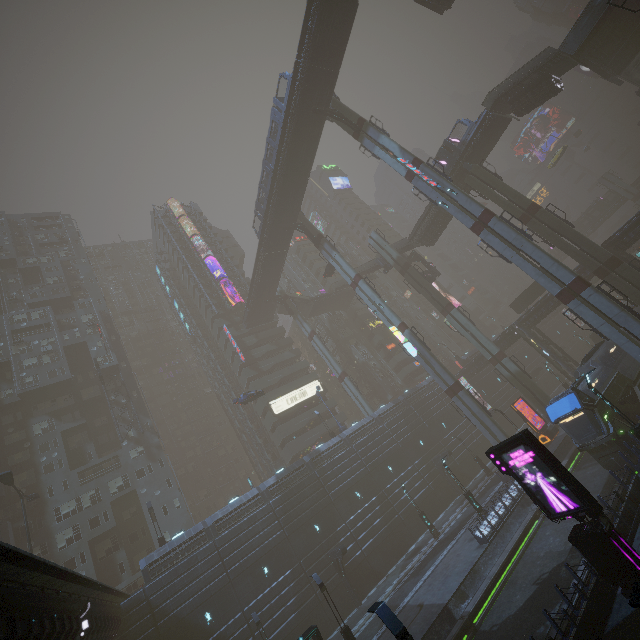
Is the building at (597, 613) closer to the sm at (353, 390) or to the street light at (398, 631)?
the sm at (353, 390)

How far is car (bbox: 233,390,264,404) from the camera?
40.8m

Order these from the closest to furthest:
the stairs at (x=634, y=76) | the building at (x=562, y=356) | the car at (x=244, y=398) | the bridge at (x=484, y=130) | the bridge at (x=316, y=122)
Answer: the bridge at (x=316, y=122)
the bridge at (x=484, y=130)
the stairs at (x=634, y=76)
the car at (x=244, y=398)
the building at (x=562, y=356)

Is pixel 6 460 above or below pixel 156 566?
above

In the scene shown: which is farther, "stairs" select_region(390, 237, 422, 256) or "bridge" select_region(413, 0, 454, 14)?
"stairs" select_region(390, 237, 422, 256)

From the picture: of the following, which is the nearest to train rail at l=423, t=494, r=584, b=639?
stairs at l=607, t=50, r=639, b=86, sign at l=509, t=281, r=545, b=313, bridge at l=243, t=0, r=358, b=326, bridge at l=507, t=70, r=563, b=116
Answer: sign at l=509, t=281, r=545, b=313

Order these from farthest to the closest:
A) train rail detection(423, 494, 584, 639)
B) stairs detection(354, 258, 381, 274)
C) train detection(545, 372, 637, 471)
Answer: stairs detection(354, 258, 381, 274) → train detection(545, 372, 637, 471) → train rail detection(423, 494, 584, 639)

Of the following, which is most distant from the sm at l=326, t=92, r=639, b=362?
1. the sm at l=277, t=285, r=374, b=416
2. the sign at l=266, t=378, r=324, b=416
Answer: the sm at l=277, t=285, r=374, b=416
